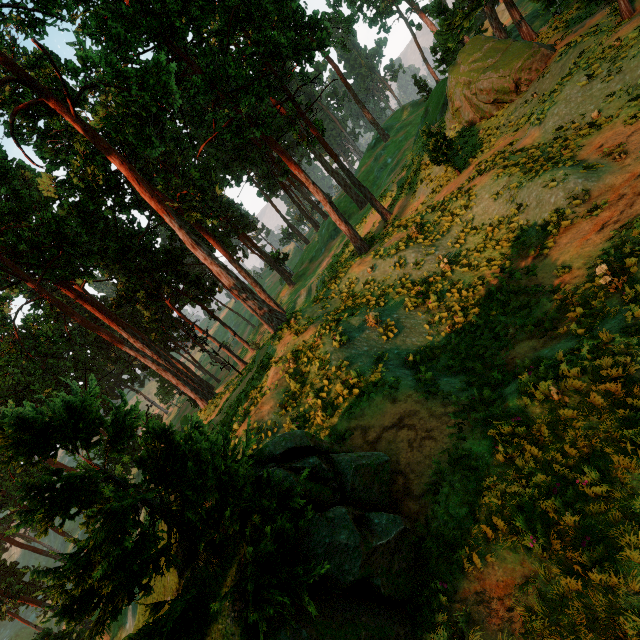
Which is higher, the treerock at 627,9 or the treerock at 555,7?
the treerock at 555,7

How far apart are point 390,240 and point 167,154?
37.17m

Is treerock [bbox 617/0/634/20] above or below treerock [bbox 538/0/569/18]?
below

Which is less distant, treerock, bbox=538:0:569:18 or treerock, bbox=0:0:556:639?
treerock, bbox=0:0:556:639

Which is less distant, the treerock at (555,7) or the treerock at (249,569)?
the treerock at (249,569)
